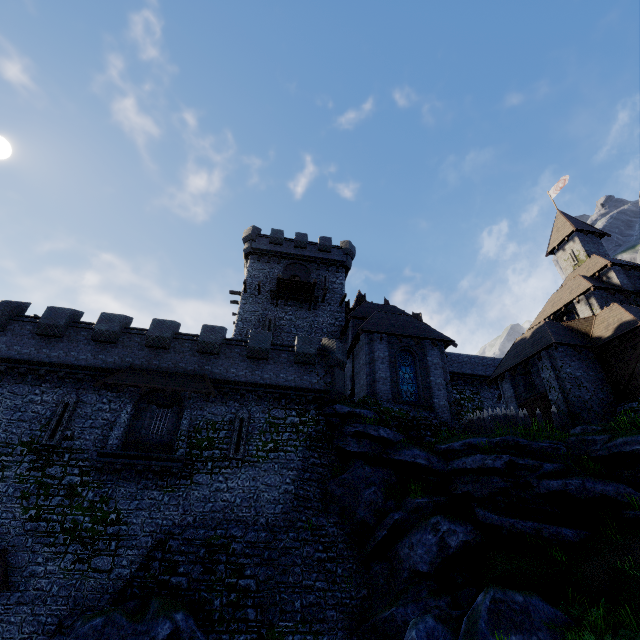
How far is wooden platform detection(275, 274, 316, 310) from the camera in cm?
2819

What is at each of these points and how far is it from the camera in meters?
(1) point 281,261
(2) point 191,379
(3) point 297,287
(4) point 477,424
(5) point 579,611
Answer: (1) building, 32.4
(2) awning, 18.5
(3) wooden platform, 28.8
(4) wooden spike, 19.6
(5) bush, 9.8

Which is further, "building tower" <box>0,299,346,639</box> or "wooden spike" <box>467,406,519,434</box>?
"wooden spike" <box>467,406,519,434</box>

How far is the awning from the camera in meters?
17.3

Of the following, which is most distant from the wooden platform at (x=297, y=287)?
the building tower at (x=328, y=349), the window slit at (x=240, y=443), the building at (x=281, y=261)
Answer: the window slit at (x=240, y=443)

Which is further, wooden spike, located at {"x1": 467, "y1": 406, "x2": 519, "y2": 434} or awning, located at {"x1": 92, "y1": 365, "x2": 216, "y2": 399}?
wooden spike, located at {"x1": 467, "y1": 406, "x2": 519, "y2": 434}

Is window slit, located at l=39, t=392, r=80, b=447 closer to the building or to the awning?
the awning

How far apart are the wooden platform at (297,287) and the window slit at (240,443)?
12.3m
